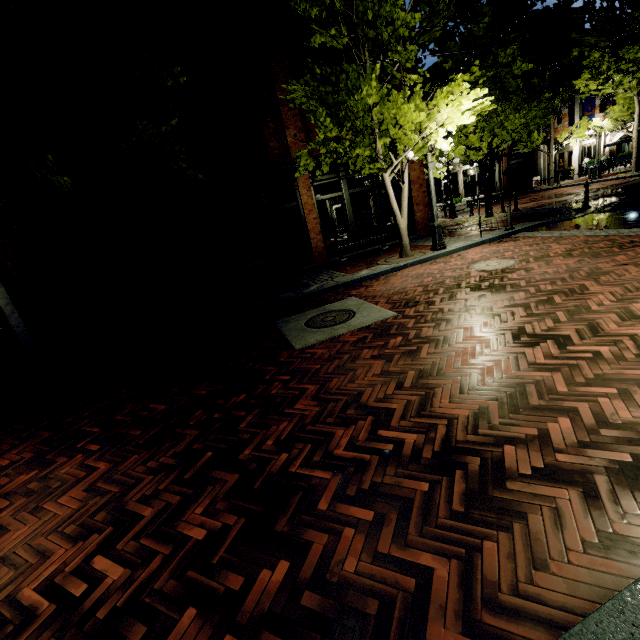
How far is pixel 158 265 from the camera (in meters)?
18.72

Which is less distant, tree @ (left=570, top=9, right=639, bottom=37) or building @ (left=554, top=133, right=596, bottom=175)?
tree @ (left=570, top=9, right=639, bottom=37)

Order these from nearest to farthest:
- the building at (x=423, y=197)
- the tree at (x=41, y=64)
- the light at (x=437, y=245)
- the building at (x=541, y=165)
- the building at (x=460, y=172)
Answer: the tree at (x=41, y=64) < the light at (x=437, y=245) < the building at (x=423, y=197) < the building at (x=541, y=165) < the building at (x=460, y=172)

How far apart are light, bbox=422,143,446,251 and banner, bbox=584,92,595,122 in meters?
23.3

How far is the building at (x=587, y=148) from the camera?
25.1m

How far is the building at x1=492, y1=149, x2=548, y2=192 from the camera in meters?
27.8

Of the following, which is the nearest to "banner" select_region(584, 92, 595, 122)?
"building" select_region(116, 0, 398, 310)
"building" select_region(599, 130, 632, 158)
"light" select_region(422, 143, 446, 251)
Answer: "building" select_region(116, 0, 398, 310)
